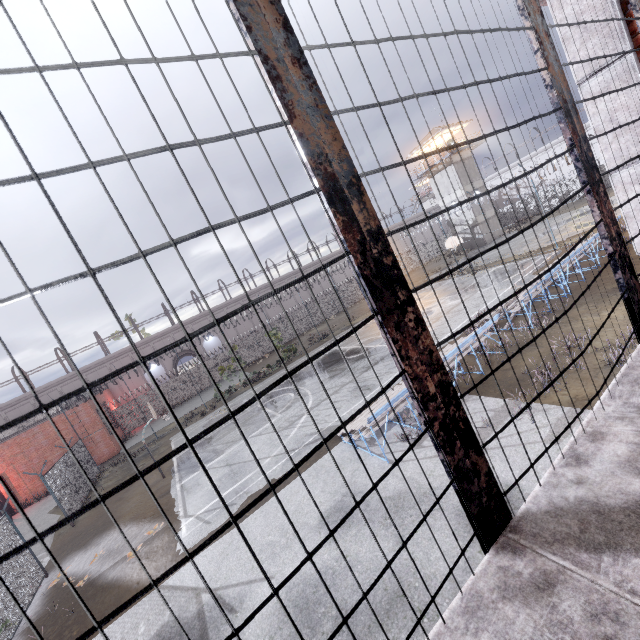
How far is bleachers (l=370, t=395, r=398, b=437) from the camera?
8.73m

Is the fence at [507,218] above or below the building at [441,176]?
A: below

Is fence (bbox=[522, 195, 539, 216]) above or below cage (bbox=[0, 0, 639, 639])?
below

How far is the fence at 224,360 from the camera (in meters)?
35.84

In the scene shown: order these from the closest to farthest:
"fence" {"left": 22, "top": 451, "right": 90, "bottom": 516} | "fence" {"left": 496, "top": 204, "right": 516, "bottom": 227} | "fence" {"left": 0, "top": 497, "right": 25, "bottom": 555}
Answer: "fence" {"left": 0, "top": 497, "right": 25, "bottom": 555} → "fence" {"left": 22, "top": 451, "right": 90, "bottom": 516} → "fence" {"left": 496, "top": 204, "right": 516, "bottom": 227}

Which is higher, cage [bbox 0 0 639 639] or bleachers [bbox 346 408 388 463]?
cage [bbox 0 0 639 639]

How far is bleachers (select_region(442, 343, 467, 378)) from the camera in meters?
10.1

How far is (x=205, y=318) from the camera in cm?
4244
